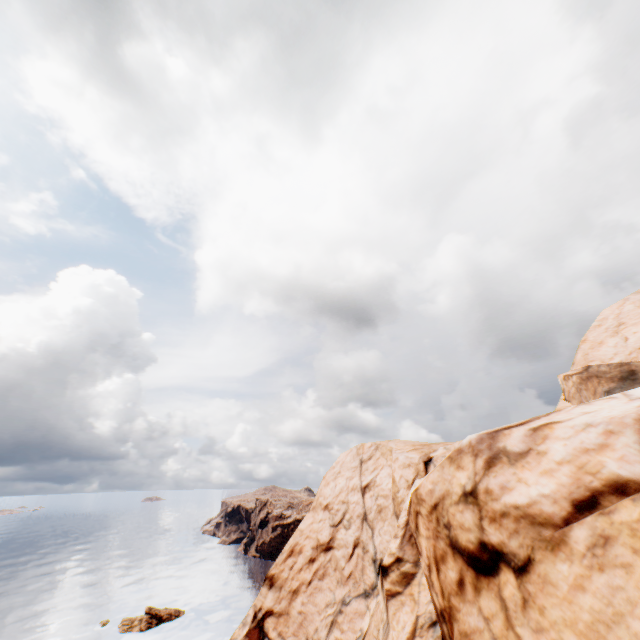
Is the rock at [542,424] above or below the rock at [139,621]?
above

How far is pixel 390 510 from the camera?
36.2 meters

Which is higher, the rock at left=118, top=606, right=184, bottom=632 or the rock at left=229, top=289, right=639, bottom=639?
the rock at left=229, top=289, right=639, bottom=639

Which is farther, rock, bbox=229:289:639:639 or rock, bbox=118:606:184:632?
rock, bbox=118:606:184:632

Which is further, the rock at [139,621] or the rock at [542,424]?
the rock at [139,621]

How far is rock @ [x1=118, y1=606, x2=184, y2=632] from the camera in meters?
53.2
